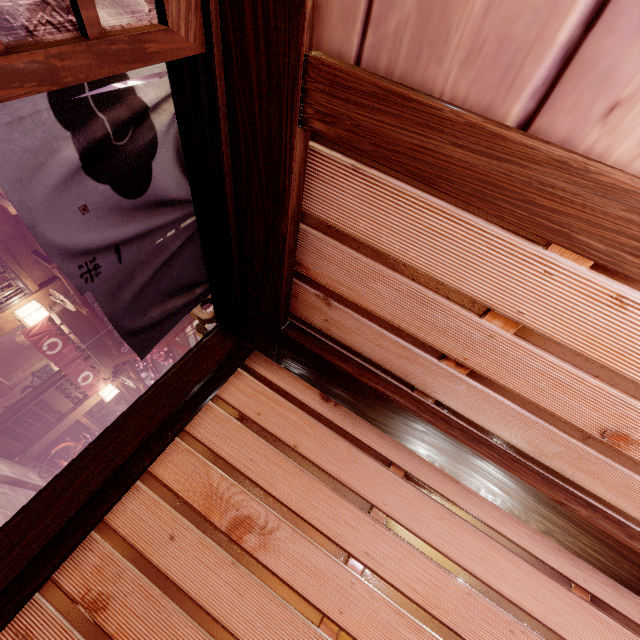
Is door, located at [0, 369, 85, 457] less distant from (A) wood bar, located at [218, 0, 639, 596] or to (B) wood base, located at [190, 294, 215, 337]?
(A) wood bar, located at [218, 0, 639, 596]

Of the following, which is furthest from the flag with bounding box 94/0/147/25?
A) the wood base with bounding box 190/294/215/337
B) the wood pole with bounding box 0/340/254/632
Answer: the wood pole with bounding box 0/340/254/632

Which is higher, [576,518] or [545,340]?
[545,340]

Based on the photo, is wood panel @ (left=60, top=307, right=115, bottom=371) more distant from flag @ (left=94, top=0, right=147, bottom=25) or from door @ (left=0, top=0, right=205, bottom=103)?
door @ (left=0, top=0, right=205, bottom=103)

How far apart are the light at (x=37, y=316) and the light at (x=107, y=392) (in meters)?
6.60

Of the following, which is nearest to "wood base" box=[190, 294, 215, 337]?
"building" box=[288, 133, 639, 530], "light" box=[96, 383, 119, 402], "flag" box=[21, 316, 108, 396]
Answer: "building" box=[288, 133, 639, 530]

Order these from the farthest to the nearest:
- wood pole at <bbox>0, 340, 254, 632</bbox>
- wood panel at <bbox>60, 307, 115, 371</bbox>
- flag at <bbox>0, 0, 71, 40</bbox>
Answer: wood panel at <bbox>60, 307, 115, 371</bbox>, wood pole at <bbox>0, 340, 254, 632</bbox>, flag at <bbox>0, 0, 71, 40</bbox>

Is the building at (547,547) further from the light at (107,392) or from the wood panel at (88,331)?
the light at (107,392)
